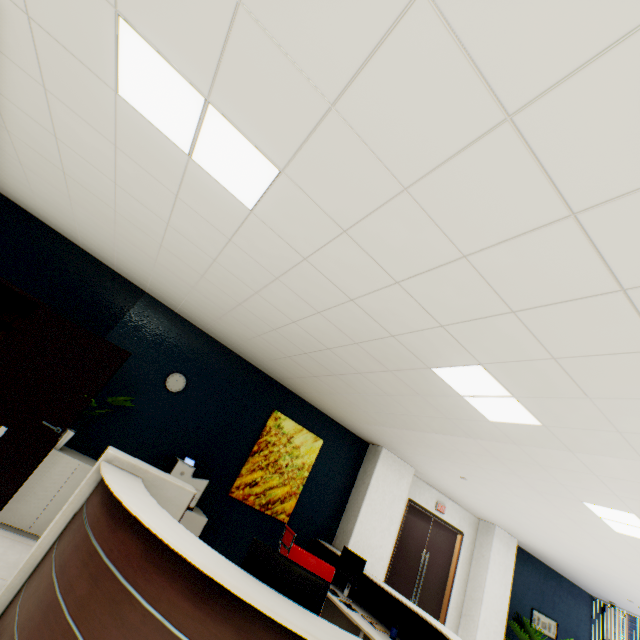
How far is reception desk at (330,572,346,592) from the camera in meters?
4.7 m

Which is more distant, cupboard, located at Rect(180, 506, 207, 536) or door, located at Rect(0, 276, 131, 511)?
cupboard, located at Rect(180, 506, 207, 536)

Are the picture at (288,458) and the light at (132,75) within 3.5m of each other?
no

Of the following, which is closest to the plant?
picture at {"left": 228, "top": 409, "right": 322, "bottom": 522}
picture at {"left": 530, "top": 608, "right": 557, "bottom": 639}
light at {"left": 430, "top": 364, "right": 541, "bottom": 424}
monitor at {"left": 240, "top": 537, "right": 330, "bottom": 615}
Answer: picture at {"left": 530, "top": 608, "right": 557, "bottom": 639}

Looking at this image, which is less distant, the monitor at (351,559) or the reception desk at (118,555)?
the reception desk at (118,555)

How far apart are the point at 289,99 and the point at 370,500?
6.24m

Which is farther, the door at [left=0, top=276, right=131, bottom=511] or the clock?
the clock

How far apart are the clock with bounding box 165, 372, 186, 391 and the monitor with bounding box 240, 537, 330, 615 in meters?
3.4 m
